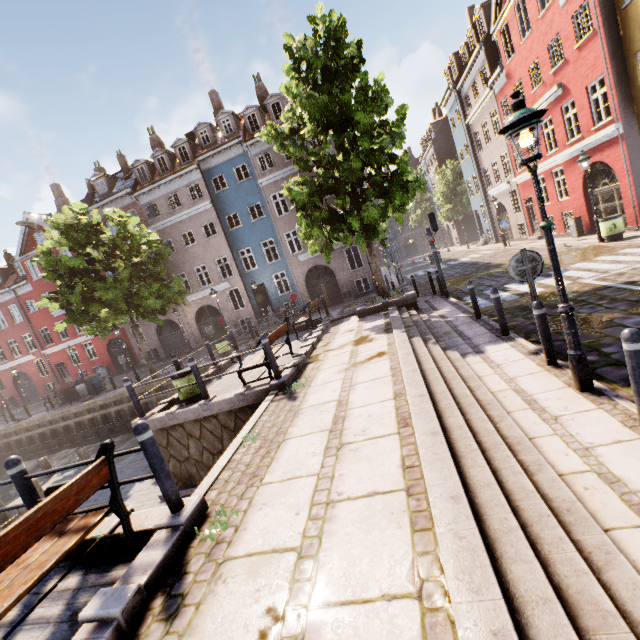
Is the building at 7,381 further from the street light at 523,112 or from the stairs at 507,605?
the street light at 523,112

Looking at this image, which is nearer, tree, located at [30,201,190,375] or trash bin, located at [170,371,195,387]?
trash bin, located at [170,371,195,387]

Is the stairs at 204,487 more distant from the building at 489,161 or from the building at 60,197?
the building at 60,197

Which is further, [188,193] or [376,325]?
[188,193]

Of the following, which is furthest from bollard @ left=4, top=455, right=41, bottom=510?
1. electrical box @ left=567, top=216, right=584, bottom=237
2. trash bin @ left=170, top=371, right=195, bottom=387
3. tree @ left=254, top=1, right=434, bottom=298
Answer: electrical box @ left=567, top=216, right=584, bottom=237

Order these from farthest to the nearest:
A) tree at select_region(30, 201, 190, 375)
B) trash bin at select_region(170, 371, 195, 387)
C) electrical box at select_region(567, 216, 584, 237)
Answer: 1. electrical box at select_region(567, 216, 584, 237)
2. tree at select_region(30, 201, 190, 375)
3. trash bin at select_region(170, 371, 195, 387)

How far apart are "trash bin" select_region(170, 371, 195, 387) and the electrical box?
19.62m

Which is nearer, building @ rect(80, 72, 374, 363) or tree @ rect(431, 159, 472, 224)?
building @ rect(80, 72, 374, 363)
